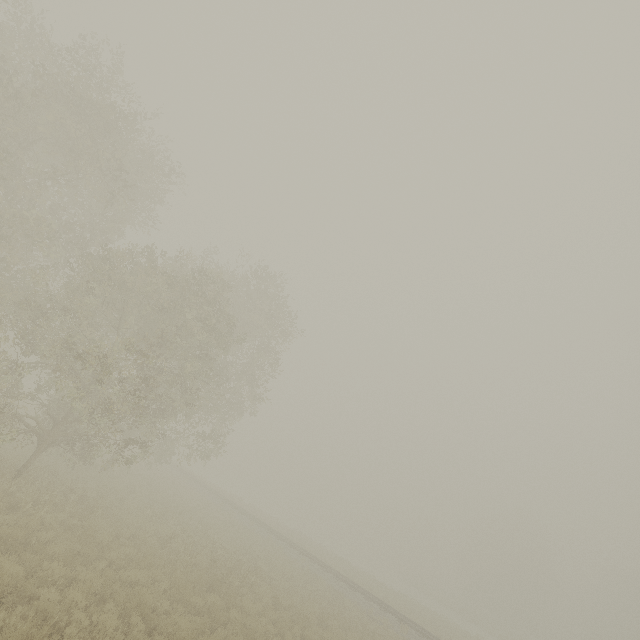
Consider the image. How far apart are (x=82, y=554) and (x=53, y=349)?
7.09m
